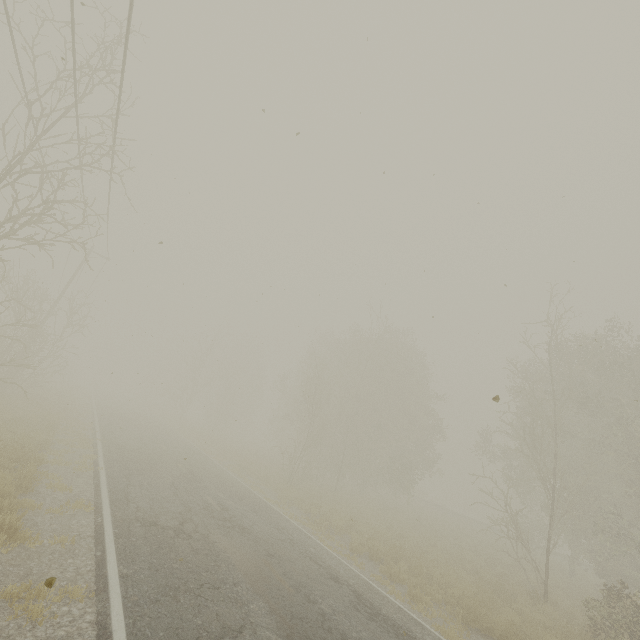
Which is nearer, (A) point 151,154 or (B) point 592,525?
(A) point 151,154
